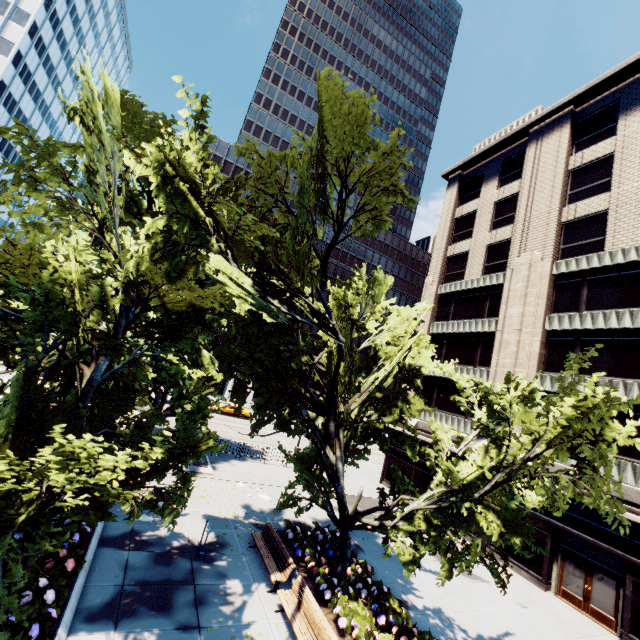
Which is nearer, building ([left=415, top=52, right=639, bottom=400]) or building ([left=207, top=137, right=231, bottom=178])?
building ([left=415, top=52, right=639, bottom=400])

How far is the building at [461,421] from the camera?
24.1 meters

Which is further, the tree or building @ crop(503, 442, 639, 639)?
building @ crop(503, 442, 639, 639)

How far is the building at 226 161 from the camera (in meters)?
58.74

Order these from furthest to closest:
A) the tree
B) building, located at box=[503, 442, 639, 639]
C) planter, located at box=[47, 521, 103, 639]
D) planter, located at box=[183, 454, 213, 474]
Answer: planter, located at box=[183, 454, 213, 474]
building, located at box=[503, 442, 639, 639]
planter, located at box=[47, 521, 103, 639]
the tree

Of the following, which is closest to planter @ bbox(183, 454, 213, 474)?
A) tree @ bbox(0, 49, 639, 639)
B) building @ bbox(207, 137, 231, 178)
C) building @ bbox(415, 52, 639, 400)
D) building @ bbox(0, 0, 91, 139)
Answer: tree @ bbox(0, 49, 639, 639)

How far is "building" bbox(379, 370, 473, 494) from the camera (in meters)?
24.14

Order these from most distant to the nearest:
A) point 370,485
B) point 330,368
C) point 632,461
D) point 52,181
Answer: point 370,485 < point 632,461 < point 330,368 < point 52,181
